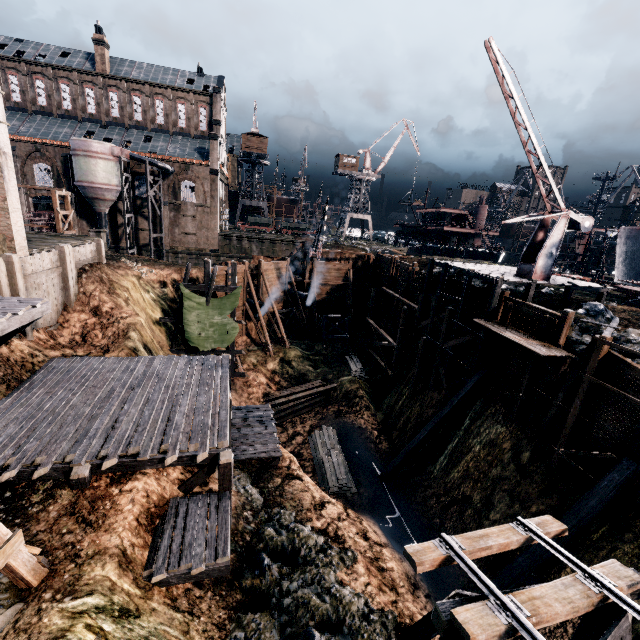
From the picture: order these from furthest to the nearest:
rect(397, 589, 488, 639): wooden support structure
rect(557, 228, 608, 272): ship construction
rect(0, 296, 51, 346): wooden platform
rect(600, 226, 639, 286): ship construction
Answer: rect(557, 228, 608, 272): ship construction, rect(600, 226, 639, 286): ship construction, rect(0, 296, 51, 346): wooden platform, rect(397, 589, 488, 639): wooden support structure

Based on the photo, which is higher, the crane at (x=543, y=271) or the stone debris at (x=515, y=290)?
the crane at (x=543, y=271)

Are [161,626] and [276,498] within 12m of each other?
yes

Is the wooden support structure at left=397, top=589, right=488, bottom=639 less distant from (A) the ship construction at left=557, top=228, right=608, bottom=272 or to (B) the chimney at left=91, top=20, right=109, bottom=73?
(A) the ship construction at left=557, top=228, right=608, bottom=272

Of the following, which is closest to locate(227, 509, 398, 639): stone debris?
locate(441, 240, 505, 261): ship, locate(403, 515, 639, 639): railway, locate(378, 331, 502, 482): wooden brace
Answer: locate(403, 515, 639, 639): railway

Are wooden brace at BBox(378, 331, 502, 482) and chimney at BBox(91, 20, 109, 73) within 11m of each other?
no

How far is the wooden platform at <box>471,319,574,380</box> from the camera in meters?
16.4 m

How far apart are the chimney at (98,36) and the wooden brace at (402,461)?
58.24m
